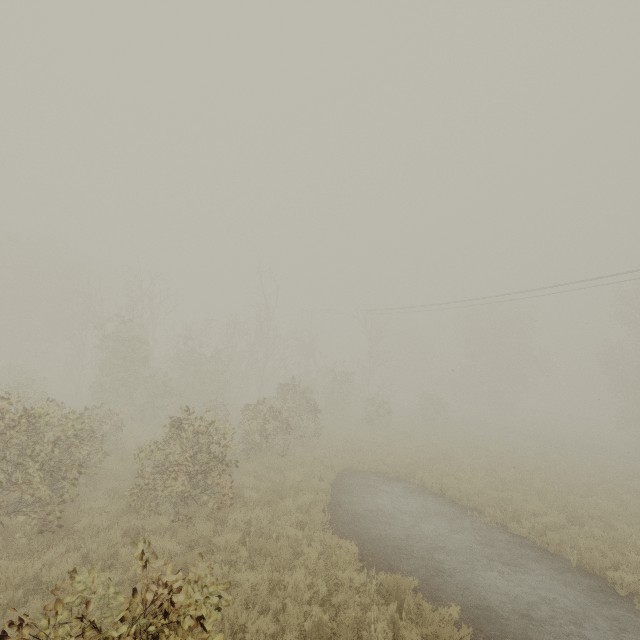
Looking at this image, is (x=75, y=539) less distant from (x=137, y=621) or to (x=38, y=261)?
(x=137, y=621)

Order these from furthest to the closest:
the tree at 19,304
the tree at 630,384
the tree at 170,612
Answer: the tree at 630,384
the tree at 19,304
the tree at 170,612

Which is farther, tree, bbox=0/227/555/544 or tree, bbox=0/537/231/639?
tree, bbox=0/227/555/544

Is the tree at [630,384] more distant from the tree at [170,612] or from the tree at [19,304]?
the tree at [170,612]

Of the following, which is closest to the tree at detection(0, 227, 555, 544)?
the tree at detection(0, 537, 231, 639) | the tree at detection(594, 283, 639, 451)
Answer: the tree at detection(594, 283, 639, 451)

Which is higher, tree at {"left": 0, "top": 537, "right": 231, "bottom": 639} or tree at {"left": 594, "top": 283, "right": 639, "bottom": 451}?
tree at {"left": 594, "top": 283, "right": 639, "bottom": 451}
